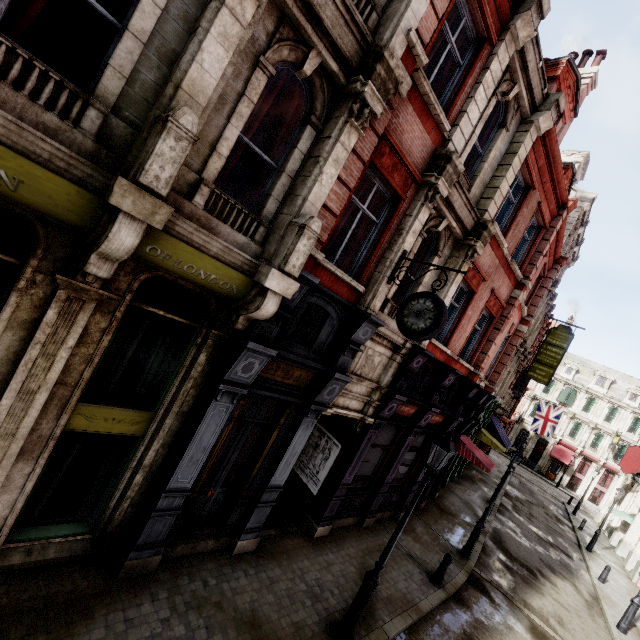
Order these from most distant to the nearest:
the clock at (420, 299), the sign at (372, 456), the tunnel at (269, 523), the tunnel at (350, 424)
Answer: the sign at (372, 456) → the tunnel at (350, 424) → the tunnel at (269, 523) → the clock at (420, 299)

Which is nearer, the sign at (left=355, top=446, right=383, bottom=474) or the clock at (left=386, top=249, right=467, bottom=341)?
the clock at (left=386, top=249, right=467, bottom=341)

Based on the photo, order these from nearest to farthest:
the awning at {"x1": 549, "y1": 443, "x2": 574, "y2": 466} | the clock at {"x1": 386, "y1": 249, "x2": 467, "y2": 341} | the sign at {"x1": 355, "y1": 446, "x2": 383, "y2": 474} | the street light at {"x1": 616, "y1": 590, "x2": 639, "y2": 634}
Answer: the clock at {"x1": 386, "y1": 249, "x2": 467, "y2": 341}, the sign at {"x1": 355, "y1": 446, "x2": 383, "y2": 474}, the street light at {"x1": 616, "y1": 590, "x2": 639, "y2": 634}, the awning at {"x1": 549, "y1": 443, "x2": 574, "y2": 466}

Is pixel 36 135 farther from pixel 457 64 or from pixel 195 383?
pixel 457 64

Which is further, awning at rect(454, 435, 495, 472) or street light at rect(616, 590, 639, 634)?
awning at rect(454, 435, 495, 472)

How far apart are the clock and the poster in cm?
469

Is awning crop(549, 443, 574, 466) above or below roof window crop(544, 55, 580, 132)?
below

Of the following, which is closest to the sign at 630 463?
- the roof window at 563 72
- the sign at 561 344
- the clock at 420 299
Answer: the sign at 561 344
